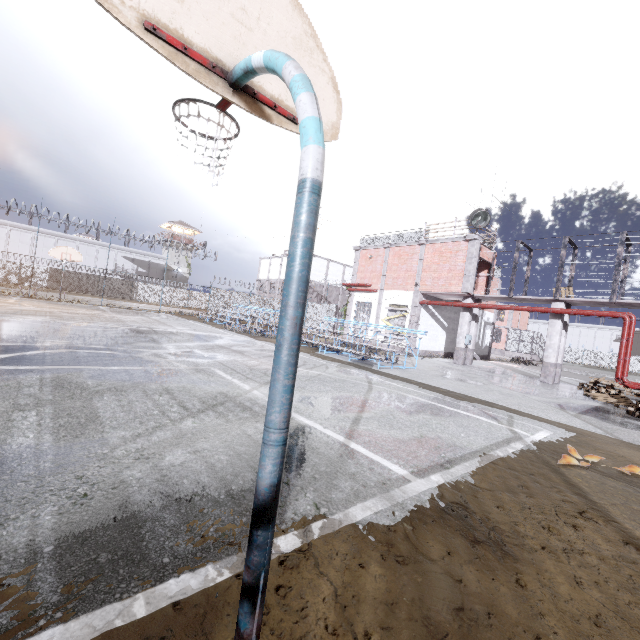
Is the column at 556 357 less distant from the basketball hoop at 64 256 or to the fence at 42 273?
the fence at 42 273

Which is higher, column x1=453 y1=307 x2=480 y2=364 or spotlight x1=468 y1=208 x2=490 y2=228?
spotlight x1=468 y1=208 x2=490 y2=228

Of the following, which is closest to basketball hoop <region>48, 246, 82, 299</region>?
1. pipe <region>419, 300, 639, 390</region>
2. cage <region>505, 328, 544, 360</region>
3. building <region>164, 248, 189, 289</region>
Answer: pipe <region>419, 300, 639, 390</region>

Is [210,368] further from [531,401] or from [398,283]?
[398,283]

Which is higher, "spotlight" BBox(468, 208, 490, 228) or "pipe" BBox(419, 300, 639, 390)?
"spotlight" BBox(468, 208, 490, 228)

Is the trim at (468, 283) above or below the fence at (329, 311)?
above

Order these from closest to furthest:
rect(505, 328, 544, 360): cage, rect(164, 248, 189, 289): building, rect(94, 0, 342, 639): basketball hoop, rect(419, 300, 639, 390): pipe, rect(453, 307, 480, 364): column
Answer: rect(94, 0, 342, 639): basketball hoop
rect(419, 300, 639, 390): pipe
rect(453, 307, 480, 364): column
rect(505, 328, 544, 360): cage
rect(164, 248, 189, 289): building

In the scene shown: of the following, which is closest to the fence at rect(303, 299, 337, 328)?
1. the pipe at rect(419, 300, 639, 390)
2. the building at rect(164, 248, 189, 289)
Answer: the pipe at rect(419, 300, 639, 390)
